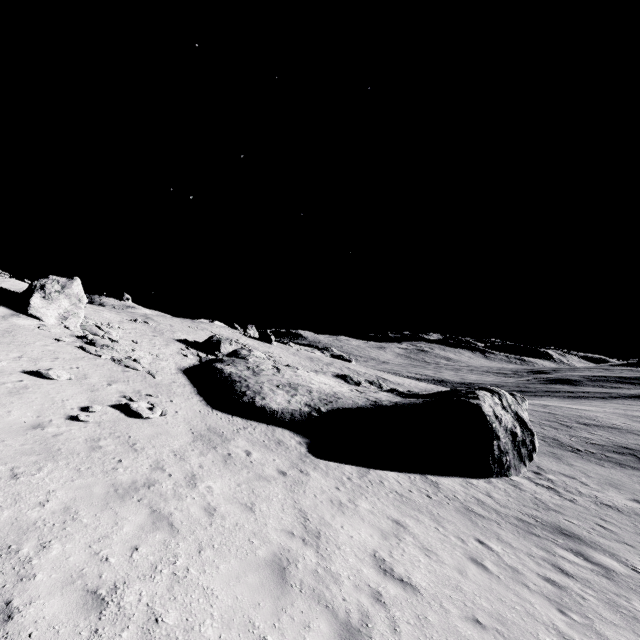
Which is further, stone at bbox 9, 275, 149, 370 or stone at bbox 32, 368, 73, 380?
stone at bbox 9, 275, 149, 370

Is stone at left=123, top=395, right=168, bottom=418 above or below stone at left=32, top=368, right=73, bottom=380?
below

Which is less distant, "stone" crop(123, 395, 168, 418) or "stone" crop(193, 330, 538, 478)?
"stone" crop(123, 395, 168, 418)

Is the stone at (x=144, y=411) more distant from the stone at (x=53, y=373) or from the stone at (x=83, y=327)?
the stone at (x=83, y=327)

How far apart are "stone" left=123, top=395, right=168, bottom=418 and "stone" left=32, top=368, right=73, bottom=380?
2.76m

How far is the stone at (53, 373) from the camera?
12.7m

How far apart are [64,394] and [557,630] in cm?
1606

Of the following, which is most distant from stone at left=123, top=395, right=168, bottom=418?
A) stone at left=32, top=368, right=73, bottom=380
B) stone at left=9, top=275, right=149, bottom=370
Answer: stone at left=9, top=275, right=149, bottom=370
